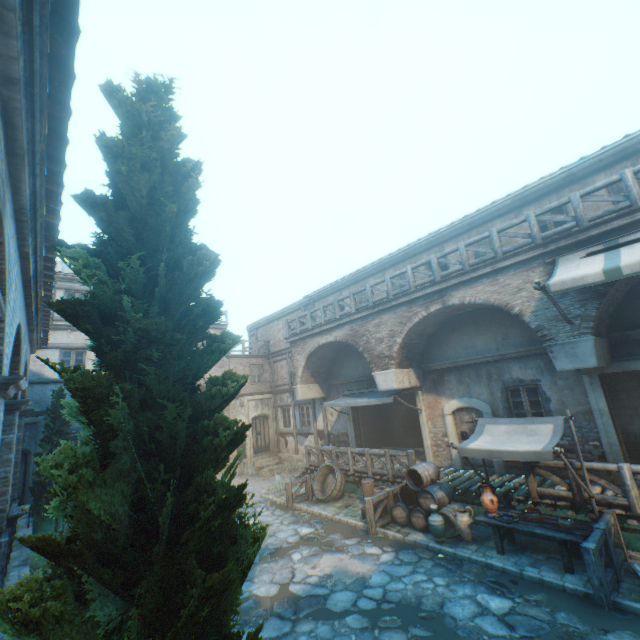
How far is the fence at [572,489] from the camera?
7.68m

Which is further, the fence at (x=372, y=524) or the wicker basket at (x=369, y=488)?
the wicker basket at (x=369, y=488)

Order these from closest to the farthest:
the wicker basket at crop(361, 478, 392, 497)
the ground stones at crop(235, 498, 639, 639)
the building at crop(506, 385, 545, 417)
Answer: the ground stones at crop(235, 498, 639, 639) < the building at crop(506, 385, 545, 417) < the wicker basket at crop(361, 478, 392, 497)

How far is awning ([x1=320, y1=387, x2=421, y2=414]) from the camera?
12.7 meters

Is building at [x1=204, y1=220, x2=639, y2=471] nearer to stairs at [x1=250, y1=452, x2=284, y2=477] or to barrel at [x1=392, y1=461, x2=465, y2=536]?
barrel at [x1=392, y1=461, x2=465, y2=536]

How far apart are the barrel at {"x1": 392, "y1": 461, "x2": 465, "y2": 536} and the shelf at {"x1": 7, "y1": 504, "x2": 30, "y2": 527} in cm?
986

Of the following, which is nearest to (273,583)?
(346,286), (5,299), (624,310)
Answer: (5,299)

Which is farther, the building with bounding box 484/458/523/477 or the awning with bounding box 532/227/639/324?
the building with bounding box 484/458/523/477
